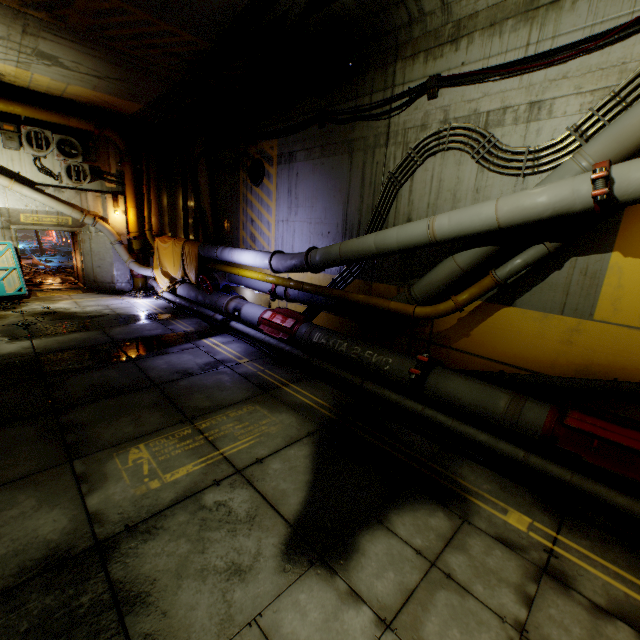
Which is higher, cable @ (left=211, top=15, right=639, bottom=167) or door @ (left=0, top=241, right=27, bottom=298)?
cable @ (left=211, top=15, right=639, bottom=167)

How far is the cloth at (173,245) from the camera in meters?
11.7 m

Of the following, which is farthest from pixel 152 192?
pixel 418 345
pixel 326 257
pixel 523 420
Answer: pixel 523 420

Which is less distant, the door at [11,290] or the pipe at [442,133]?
the pipe at [442,133]

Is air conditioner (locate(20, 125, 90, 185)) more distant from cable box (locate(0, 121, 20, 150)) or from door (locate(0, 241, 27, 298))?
door (locate(0, 241, 27, 298))

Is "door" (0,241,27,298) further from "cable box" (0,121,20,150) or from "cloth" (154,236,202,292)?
"cloth" (154,236,202,292)

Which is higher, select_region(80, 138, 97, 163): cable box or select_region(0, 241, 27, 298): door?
select_region(80, 138, 97, 163): cable box

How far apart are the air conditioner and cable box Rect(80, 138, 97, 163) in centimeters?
18cm
